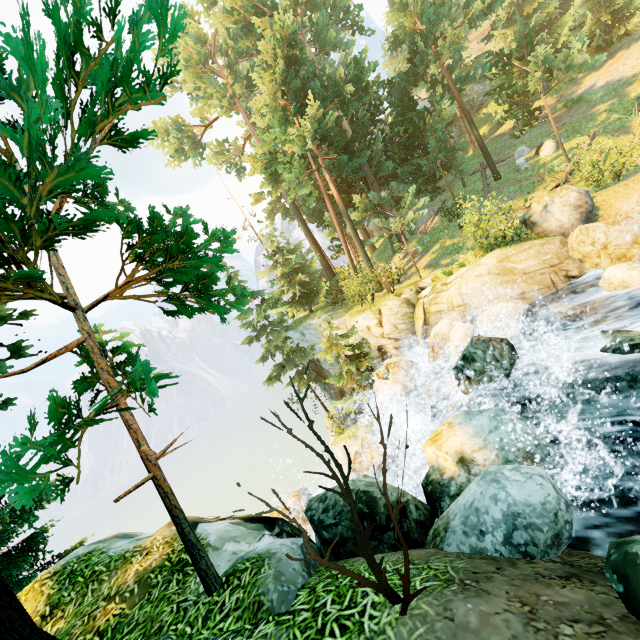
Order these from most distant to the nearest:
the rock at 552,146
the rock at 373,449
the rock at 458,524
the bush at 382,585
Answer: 1. the rock at 552,146
2. the rock at 373,449
3. the rock at 458,524
4. the bush at 382,585

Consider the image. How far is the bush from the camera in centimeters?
252cm

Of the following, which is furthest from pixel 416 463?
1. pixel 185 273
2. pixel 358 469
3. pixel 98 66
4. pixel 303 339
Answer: pixel 303 339

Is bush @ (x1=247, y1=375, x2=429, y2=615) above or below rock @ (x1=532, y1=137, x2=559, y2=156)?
below

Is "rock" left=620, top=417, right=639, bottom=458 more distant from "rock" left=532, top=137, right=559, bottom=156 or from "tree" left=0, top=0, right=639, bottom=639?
"rock" left=532, top=137, right=559, bottom=156

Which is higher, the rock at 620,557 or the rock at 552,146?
the rock at 552,146

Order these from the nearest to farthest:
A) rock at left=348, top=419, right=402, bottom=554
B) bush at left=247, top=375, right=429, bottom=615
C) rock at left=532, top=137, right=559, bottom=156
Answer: bush at left=247, top=375, right=429, bottom=615
rock at left=348, top=419, right=402, bottom=554
rock at left=532, top=137, right=559, bottom=156

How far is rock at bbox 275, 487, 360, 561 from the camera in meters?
4.8
